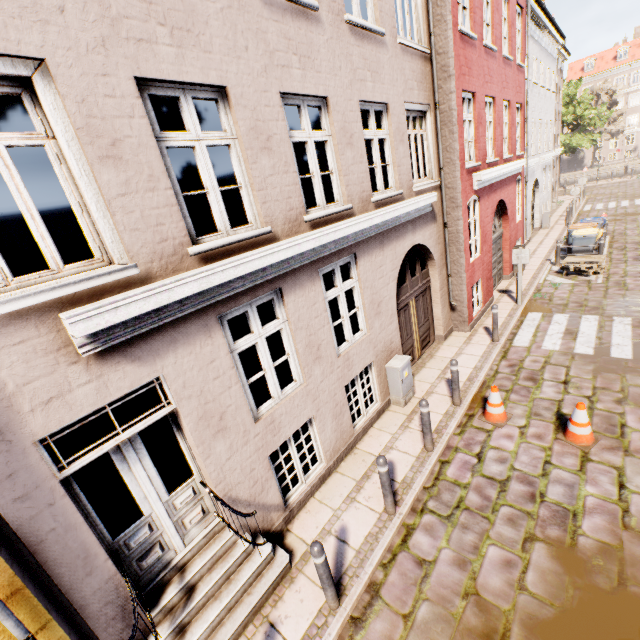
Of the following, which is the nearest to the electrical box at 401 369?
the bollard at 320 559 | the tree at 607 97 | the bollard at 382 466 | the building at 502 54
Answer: the building at 502 54

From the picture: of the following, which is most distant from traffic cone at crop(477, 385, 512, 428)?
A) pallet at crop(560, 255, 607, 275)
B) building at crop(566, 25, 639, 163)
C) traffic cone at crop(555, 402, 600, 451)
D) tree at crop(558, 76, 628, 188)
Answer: building at crop(566, 25, 639, 163)

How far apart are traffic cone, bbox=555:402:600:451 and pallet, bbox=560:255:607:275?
8.9m

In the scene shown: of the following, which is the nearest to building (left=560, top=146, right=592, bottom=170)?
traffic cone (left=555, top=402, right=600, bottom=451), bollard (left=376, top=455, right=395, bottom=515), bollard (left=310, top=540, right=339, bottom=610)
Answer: traffic cone (left=555, top=402, right=600, bottom=451)

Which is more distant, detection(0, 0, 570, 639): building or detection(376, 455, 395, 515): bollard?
detection(376, 455, 395, 515): bollard

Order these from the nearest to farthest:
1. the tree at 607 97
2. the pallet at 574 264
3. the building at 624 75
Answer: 1. the pallet at 574 264
2. the tree at 607 97
3. the building at 624 75

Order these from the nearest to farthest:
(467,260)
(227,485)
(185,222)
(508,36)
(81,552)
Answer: (81,552), (185,222), (227,485), (467,260), (508,36)

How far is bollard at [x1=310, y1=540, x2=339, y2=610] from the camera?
3.71m
